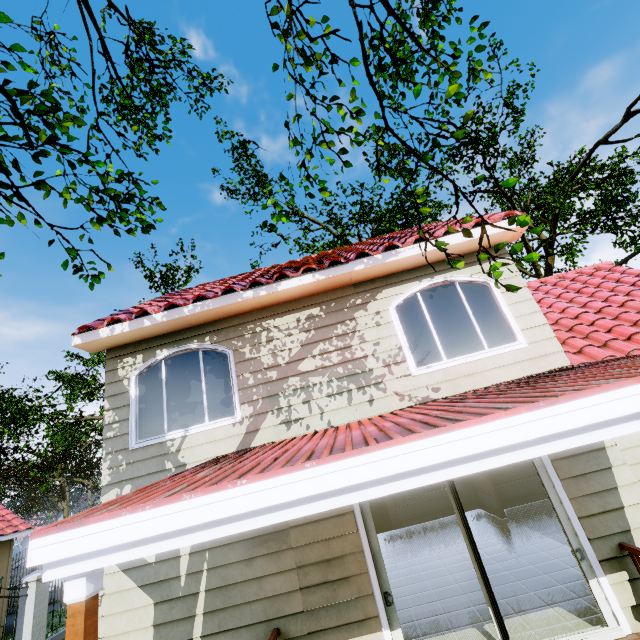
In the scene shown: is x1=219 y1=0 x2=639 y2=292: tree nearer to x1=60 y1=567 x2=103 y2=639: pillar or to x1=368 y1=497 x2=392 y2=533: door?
x1=368 y1=497 x2=392 y2=533: door

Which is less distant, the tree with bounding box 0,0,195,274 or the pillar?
the pillar

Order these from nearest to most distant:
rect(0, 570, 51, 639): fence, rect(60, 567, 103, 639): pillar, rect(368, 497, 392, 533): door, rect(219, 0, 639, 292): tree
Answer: rect(60, 567, 103, 639): pillar
rect(219, 0, 639, 292): tree
rect(0, 570, 51, 639): fence
rect(368, 497, 392, 533): door

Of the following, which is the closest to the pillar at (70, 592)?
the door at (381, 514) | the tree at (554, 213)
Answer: the door at (381, 514)

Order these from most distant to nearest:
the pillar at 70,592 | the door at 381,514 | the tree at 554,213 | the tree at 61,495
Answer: the tree at 61,495 → the door at 381,514 → the tree at 554,213 → the pillar at 70,592

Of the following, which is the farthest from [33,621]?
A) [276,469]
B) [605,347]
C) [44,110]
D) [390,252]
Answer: [605,347]

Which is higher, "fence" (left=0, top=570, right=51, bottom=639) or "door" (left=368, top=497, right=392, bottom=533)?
"fence" (left=0, top=570, right=51, bottom=639)

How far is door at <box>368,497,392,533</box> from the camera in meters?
11.3 m
